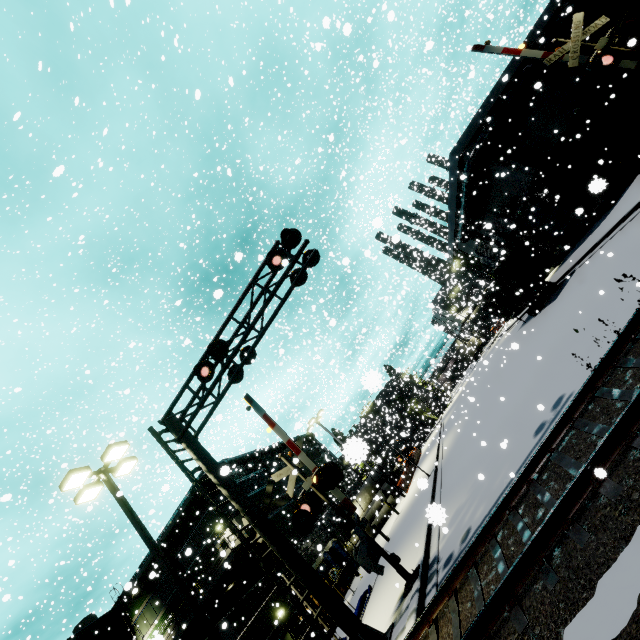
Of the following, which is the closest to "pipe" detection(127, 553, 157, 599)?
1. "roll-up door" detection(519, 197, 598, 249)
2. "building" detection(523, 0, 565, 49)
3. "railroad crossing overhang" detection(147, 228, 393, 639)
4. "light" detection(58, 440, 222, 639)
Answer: "building" detection(523, 0, 565, 49)

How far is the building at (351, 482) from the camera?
40.91m

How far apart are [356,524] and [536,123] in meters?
27.7

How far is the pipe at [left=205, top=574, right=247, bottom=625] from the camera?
23.7 meters

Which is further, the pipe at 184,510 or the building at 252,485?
the building at 252,485

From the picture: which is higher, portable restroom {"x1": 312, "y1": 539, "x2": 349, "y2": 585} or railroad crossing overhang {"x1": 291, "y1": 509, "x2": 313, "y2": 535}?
railroad crossing overhang {"x1": 291, "y1": 509, "x2": 313, "y2": 535}

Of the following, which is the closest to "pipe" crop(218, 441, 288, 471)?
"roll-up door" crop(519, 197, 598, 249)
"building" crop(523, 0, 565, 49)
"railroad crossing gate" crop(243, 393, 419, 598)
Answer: "building" crop(523, 0, 565, 49)

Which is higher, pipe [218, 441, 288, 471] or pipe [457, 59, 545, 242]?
pipe [218, 441, 288, 471]
